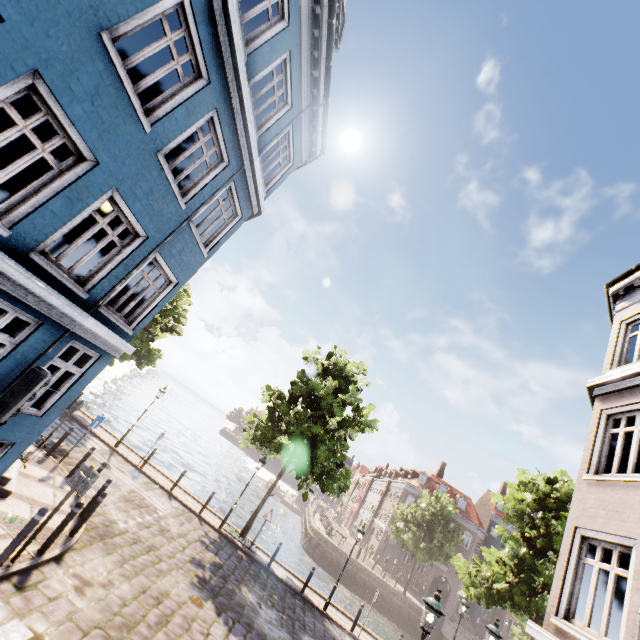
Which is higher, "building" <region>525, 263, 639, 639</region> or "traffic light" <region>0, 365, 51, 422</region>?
"building" <region>525, 263, 639, 639</region>

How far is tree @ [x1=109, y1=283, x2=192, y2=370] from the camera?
19.5m

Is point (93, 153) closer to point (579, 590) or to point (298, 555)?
point (579, 590)

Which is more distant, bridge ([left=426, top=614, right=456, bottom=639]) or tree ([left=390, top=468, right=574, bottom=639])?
bridge ([left=426, top=614, right=456, bottom=639])

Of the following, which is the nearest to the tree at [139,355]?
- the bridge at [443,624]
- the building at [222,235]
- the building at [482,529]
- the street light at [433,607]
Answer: the bridge at [443,624]

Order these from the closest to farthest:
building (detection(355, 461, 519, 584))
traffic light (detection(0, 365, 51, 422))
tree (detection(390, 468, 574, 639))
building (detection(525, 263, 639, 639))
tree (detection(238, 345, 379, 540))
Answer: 1. traffic light (detection(0, 365, 51, 422))
2. building (detection(525, 263, 639, 639))
3. tree (detection(390, 468, 574, 639))
4. tree (detection(238, 345, 379, 540))
5. building (detection(355, 461, 519, 584))

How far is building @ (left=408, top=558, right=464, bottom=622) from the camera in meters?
39.8

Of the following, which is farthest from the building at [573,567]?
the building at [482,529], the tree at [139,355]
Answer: the building at [482,529]
